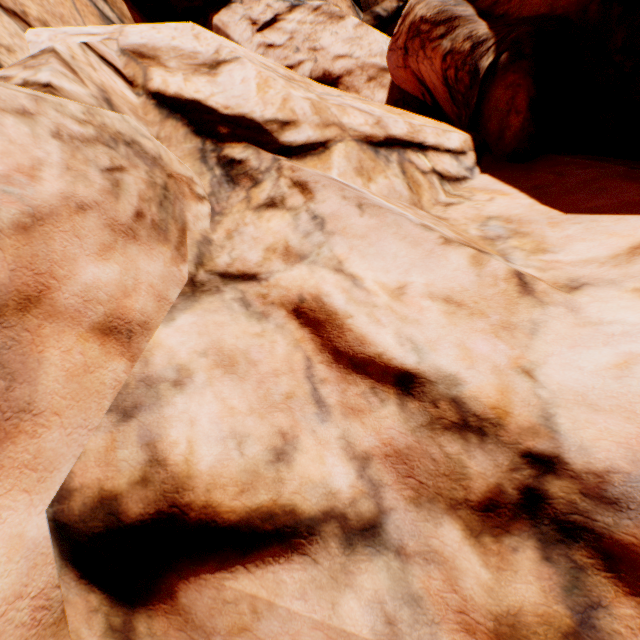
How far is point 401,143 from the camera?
6.28m
